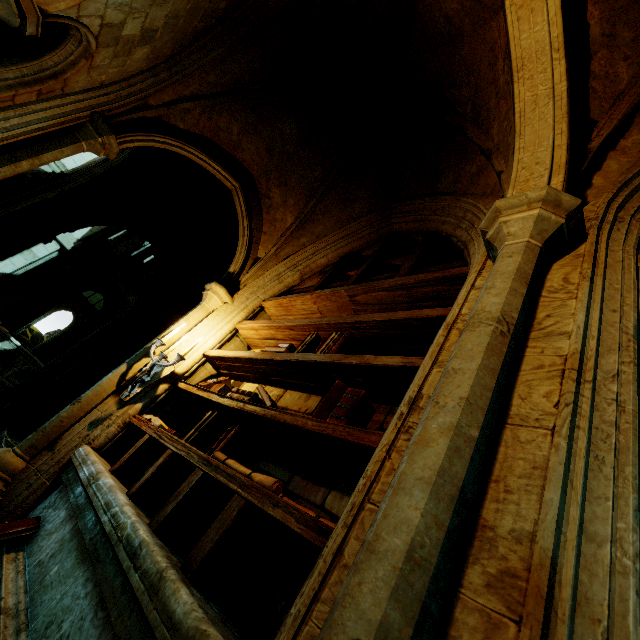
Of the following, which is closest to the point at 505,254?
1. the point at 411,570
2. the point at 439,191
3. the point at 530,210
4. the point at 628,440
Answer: the point at 530,210

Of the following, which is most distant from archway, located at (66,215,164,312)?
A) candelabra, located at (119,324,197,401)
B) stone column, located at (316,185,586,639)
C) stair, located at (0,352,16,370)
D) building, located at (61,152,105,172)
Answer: building, located at (61,152,105,172)

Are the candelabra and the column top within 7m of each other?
yes

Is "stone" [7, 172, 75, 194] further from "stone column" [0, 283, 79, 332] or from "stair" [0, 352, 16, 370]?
"stone column" [0, 283, 79, 332]

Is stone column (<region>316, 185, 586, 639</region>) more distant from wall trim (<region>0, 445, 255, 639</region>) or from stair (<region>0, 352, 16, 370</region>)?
stair (<region>0, 352, 16, 370</region>)

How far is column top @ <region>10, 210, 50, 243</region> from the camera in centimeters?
612cm

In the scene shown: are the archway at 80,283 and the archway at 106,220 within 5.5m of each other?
no

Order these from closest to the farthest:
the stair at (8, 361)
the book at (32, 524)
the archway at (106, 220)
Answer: the book at (32, 524) → the archway at (106, 220) → the stair at (8, 361)
